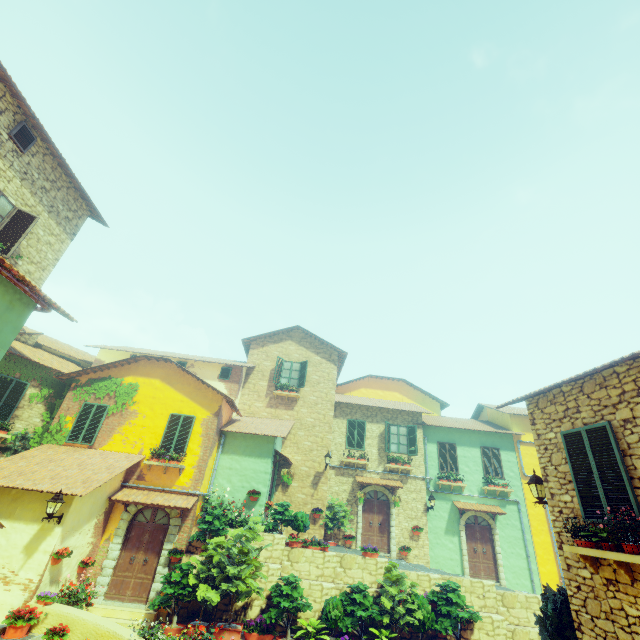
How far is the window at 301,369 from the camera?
18.6m

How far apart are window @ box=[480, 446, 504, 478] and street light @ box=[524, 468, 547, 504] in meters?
11.8

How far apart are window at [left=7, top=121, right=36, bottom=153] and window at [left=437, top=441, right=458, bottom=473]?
22.08m

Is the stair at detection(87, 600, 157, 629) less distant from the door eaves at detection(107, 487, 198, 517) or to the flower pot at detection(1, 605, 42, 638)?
the flower pot at detection(1, 605, 42, 638)

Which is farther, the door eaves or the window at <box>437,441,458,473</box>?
the window at <box>437,441,458,473</box>

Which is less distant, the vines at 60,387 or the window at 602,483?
the window at 602,483

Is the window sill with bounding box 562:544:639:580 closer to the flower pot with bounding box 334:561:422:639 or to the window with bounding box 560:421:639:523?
the window with bounding box 560:421:639:523

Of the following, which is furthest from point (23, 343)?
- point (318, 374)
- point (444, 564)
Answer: point (444, 564)
